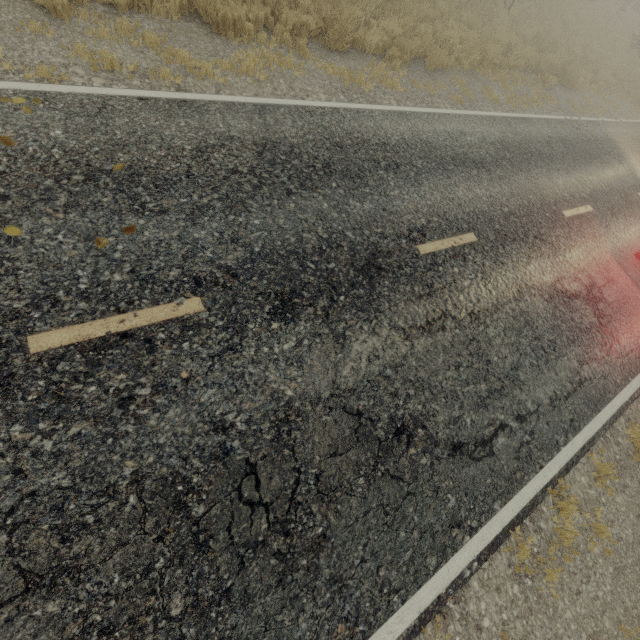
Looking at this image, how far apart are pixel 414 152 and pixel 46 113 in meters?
6.0 m
